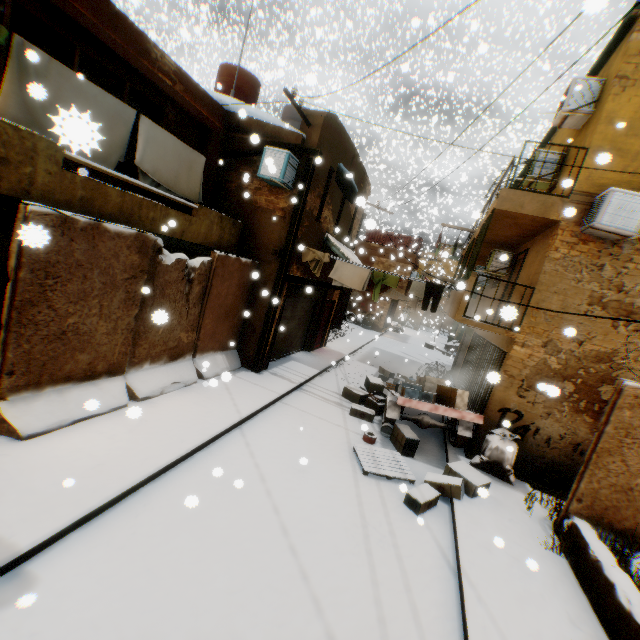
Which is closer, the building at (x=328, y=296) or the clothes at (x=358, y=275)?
the clothes at (x=358, y=275)

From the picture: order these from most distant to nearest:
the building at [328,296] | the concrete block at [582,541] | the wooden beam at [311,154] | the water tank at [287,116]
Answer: the water tank at [287,116], the building at [328,296], the wooden beam at [311,154], the concrete block at [582,541]

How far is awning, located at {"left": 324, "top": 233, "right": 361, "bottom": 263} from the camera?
11.81m

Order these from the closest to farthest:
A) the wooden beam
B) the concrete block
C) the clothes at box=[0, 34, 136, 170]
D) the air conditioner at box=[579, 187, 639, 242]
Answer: the clothes at box=[0, 34, 136, 170]
the concrete block
the air conditioner at box=[579, 187, 639, 242]
the wooden beam

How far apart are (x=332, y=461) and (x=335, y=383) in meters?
5.2

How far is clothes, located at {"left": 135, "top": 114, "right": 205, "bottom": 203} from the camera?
6.8m

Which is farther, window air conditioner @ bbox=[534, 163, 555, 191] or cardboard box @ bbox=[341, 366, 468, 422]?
window air conditioner @ bbox=[534, 163, 555, 191]

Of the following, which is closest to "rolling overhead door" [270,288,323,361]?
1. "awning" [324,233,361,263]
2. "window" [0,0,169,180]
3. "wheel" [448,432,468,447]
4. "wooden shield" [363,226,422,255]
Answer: "awning" [324,233,361,263]
